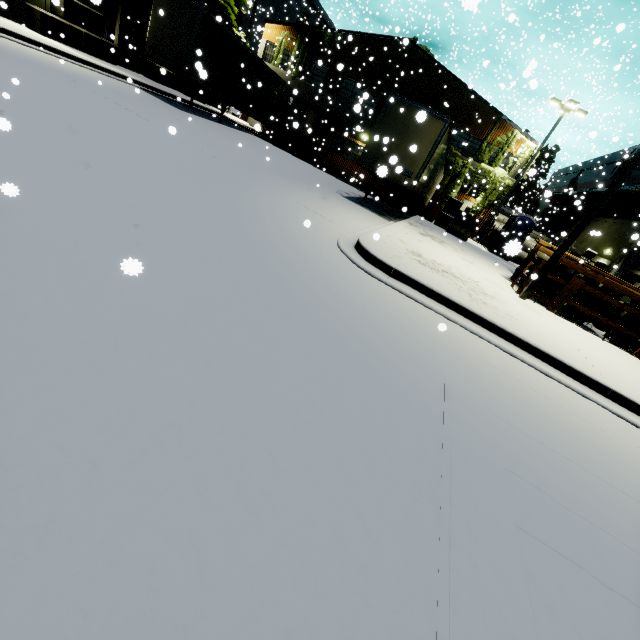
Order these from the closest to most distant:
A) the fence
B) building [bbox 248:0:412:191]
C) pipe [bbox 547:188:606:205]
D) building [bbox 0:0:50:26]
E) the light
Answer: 1. the fence
2. building [bbox 0:0:50:26]
3. the light
4. pipe [bbox 547:188:606:205]
5. building [bbox 248:0:412:191]

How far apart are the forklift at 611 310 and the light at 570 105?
13.9 meters

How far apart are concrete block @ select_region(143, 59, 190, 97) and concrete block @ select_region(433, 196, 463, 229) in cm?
1873

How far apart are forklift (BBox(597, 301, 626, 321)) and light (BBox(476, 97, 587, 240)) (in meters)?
13.95

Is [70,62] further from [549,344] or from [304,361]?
[549,344]

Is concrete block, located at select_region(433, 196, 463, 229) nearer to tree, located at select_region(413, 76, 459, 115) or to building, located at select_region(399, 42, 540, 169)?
building, located at select_region(399, 42, 540, 169)

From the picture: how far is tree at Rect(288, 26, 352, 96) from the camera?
25.41m

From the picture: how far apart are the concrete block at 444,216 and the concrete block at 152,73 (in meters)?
18.73
